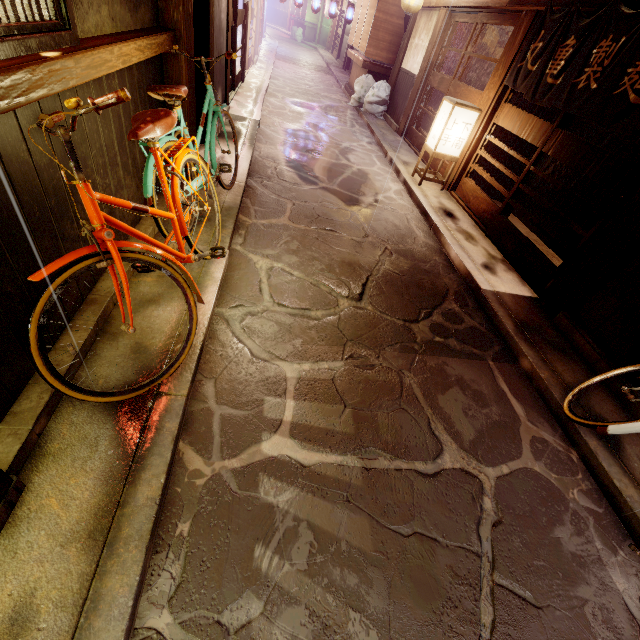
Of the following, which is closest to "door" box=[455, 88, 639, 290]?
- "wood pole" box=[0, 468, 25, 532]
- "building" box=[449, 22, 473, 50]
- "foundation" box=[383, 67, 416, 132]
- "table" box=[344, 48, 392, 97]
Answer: "building" box=[449, 22, 473, 50]

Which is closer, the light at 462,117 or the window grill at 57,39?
Answer: the window grill at 57,39

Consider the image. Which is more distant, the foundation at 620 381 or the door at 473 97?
the door at 473 97

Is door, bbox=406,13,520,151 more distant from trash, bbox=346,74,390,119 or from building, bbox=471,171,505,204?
trash, bbox=346,74,390,119

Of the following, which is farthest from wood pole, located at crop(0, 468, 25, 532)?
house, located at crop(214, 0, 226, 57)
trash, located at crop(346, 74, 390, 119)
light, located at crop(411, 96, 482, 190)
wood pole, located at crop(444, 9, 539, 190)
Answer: trash, located at crop(346, 74, 390, 119)

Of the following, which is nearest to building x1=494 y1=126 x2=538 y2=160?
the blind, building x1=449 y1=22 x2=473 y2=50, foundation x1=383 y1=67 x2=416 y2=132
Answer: building x1=449 y1=22 x2=473 y2=50

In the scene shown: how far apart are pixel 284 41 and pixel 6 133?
60.20m

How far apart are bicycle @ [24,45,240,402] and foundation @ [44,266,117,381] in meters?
0.1
